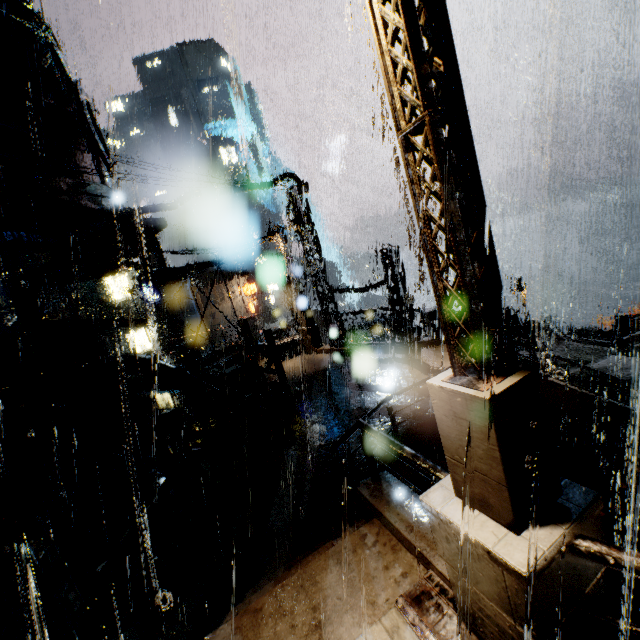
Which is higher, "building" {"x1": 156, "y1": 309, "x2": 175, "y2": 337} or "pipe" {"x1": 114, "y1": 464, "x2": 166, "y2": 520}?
"building" {"x1": 156, "y1": 309, "x2": 175, "y2": 337}

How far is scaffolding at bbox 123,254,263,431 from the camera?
10.9 meters

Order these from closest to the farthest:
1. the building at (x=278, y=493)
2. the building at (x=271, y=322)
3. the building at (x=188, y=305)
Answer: the building at (x=278, y=493) < the building at (x=271, y=322) < the building at (x=188, y=305)

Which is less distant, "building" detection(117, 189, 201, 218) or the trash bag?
"building" detection(117, 189, 201, 218)

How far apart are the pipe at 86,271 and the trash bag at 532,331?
23.72m

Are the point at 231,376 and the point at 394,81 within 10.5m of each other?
no

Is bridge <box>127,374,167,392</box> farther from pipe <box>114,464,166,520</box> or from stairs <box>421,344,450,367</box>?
stairs <box>421,344,450,367</box>
